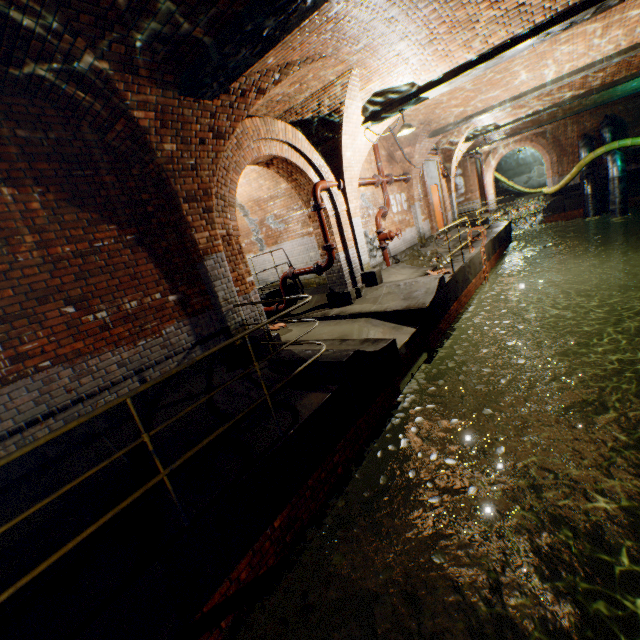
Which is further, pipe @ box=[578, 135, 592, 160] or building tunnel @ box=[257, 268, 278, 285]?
pipe @ box=[578, 135, 592, 160]

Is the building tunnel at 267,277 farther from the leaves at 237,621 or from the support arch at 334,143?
the leaves at 237,621

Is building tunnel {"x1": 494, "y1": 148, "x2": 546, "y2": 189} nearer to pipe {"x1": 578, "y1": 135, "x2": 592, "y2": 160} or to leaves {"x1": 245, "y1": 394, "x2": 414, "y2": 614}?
pipe {"x1": 578, "y1": 135, "x2": 592, "y2": 160}

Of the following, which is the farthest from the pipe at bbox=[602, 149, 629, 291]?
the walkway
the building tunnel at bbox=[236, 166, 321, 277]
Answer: the walkway

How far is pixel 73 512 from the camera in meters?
3.2

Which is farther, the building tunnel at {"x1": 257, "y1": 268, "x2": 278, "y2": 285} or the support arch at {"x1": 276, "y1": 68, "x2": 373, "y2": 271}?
the building tunnel at {"x1": 257, "y1": 268, "x2": 278, "y2": 285}

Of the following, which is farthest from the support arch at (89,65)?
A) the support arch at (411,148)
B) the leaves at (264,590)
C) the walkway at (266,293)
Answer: the leaves at (264,590)

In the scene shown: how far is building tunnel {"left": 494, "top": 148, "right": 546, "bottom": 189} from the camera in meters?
28.3
